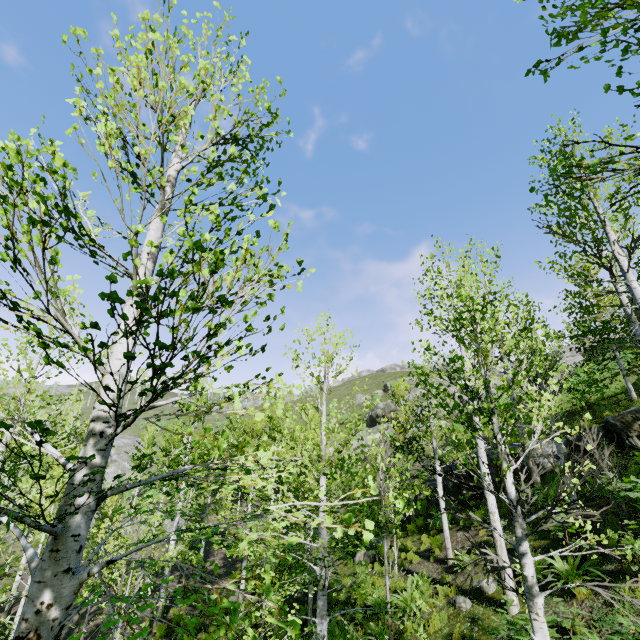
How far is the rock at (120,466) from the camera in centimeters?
4769cm

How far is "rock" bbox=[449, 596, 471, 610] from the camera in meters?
7.9 m

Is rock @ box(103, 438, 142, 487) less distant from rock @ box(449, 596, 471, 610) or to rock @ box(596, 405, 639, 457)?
rock @ box(596, 405, 639, 457)

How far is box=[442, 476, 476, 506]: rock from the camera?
14.4m

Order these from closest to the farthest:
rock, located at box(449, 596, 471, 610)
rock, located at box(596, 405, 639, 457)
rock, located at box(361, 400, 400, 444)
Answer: rock, located at box(449, 596, 471, 610), rock, located at box(596, 405, 639, 457), rock, located at box(361, 400, 400, 444)

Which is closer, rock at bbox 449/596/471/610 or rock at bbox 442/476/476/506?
rock at bbox 449/596/471/610

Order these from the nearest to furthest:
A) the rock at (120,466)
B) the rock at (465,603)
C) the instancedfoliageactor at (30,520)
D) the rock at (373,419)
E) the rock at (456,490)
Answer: the instancedfoliageactor at (30,520)
the rock at (465,603)
the rock at (456,490)
the rock at (373,419)
the rock at (120,466)

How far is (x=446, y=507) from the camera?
4.6 meters
